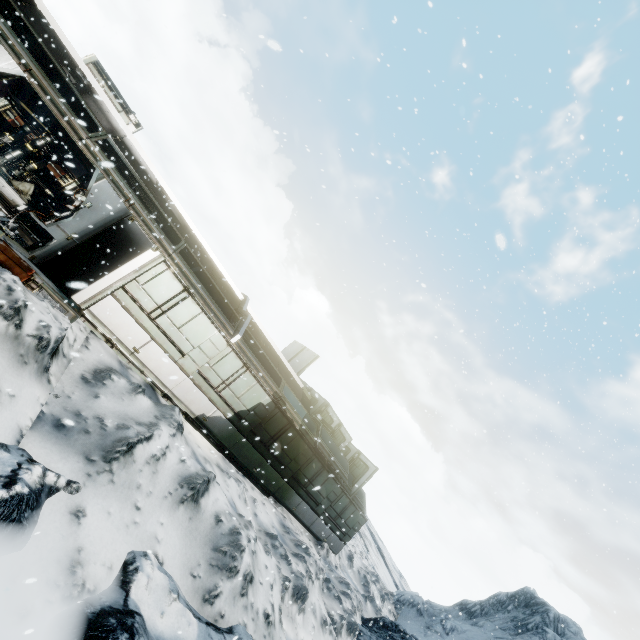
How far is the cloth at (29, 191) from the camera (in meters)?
12.92

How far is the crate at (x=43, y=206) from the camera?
13.5 meters

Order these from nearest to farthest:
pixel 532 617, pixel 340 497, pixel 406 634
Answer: pixel 406 634 < pixel 340 497 < pixel 532 617

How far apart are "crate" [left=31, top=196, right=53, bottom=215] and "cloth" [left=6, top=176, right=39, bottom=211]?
0.01m

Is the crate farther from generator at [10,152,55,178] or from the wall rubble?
the wall rubble

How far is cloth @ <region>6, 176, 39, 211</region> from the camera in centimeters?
1292cm

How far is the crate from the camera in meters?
13.5

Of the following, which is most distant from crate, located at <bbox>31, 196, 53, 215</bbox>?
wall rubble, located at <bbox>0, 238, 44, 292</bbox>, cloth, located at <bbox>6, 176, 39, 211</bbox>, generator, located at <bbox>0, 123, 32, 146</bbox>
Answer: wall rubble, located at <bbox>0, 238, 44, 292</bbox>
